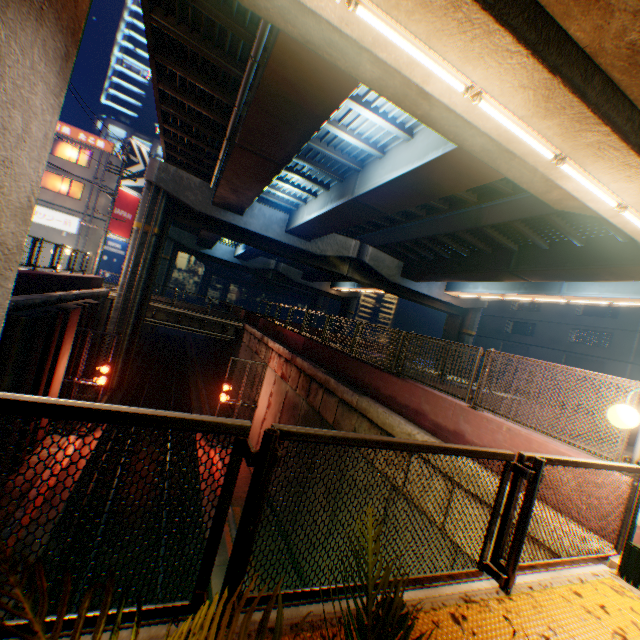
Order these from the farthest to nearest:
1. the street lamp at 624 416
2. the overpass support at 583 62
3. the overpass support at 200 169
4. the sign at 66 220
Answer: the sign at 66 220, the overpass support at 200 169, the overpass support at 583 62, the street lamp at 624 416

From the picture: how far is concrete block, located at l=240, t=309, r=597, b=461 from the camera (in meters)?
5.45

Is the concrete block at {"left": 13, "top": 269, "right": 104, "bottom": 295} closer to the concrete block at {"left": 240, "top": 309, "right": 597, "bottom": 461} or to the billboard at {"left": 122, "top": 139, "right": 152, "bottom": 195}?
the concrete block at {"left": 240, "top": 309, "right": 597, "bottom": 461}

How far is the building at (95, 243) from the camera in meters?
29.4

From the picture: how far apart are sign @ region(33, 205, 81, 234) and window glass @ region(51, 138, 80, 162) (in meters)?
4.60

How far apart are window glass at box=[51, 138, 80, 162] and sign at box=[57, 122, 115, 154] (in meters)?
0.56

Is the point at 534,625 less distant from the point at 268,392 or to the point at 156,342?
the point at 268,392

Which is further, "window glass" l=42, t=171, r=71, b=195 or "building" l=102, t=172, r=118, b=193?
"building" l=102, t=172, r=118, b=193
